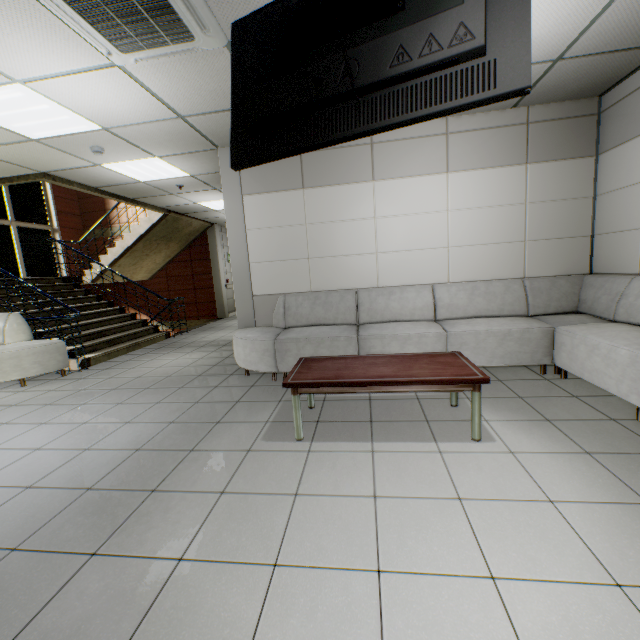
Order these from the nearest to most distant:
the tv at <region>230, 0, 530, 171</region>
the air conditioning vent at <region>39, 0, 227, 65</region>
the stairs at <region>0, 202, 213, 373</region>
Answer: the tv at <region>230, 0, 530, 171</region>
the air conditioning vent at <region>39, 0, 227, 65</region>
the stairs at <region>0, 202, 213, 373</region>

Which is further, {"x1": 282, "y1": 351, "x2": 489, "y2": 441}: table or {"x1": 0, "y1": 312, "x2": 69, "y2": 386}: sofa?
{"x1": 0, "y1": 312, "x2": 69, "y2": 386}: sofa

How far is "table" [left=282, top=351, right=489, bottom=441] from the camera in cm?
246

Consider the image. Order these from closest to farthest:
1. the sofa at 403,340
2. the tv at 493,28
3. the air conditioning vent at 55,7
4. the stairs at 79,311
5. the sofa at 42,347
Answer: the tv at 493,28 → the air conditioning vent at 55,7 → the sofa at 403,340 → the sofa at 42,347 → the stairs at 79,311

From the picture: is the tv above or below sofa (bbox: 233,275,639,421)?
above

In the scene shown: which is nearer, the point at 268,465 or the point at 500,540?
the point at 500,540

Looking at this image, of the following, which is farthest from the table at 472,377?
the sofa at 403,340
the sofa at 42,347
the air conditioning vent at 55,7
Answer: the sofa at 42,347

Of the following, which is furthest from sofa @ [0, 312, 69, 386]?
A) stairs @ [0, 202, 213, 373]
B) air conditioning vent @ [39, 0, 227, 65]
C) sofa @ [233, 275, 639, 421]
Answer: Result: air conditioning vent @ [39, 0, 227, 65]
